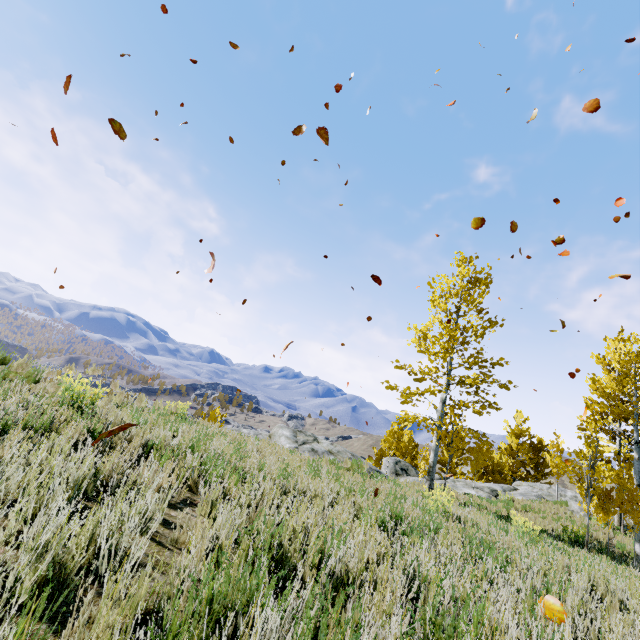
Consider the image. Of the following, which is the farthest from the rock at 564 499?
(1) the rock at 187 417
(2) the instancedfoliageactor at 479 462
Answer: (1) the rock at 187 417

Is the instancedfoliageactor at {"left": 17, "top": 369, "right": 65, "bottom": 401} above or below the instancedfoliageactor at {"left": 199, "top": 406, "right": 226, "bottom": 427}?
above

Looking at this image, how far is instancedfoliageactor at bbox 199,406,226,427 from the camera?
9.7m

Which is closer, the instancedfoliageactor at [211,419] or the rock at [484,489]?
the instancedfoliageactor at [211,419]

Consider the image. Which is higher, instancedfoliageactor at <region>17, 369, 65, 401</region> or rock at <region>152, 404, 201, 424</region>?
rock at <region>152, 404, 201, 424</region>

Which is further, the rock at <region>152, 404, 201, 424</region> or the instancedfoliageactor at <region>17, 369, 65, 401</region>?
the rock at <region>152, 404, 201, 424</region>

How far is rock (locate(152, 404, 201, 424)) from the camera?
8.0 meters

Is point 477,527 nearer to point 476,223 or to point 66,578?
point 476,223
